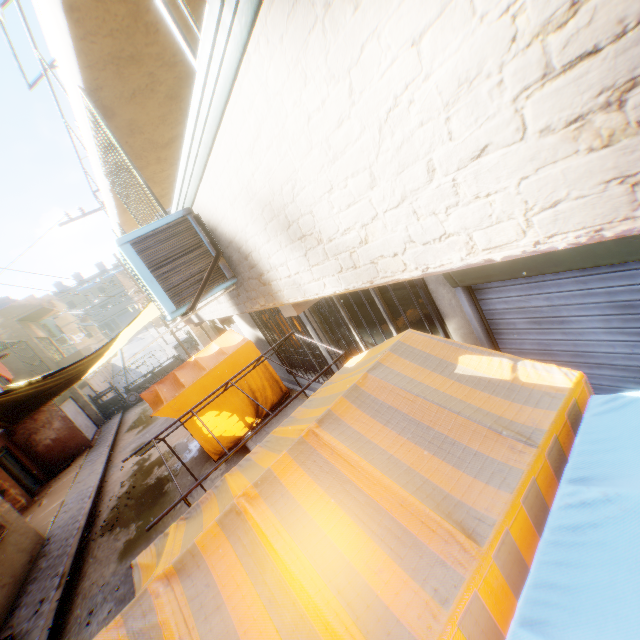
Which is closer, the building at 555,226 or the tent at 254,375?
the building at 555,226

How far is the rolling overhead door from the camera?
18.0m

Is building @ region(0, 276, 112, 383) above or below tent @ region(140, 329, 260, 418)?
above

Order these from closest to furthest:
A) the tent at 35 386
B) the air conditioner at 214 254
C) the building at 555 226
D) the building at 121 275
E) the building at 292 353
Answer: the building at 555 226, the air conditioner at 214 254, the building at 292 353, the tent at 35 386, the building at 121 275

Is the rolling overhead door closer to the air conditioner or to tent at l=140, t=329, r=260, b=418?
tent at l=140, t=329, r=260, b=418

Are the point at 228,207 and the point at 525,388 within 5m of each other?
yes

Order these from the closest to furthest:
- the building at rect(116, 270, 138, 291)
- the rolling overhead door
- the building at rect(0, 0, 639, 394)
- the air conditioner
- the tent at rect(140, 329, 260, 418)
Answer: the building at rect(0, 0, 639, 394) < the air conditioner < the tent at rect(140, 329, 260, 418) < the rolling overhead door < the building at rect(116, 270, 138, 291)

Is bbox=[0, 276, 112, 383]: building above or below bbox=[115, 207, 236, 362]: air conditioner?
above
